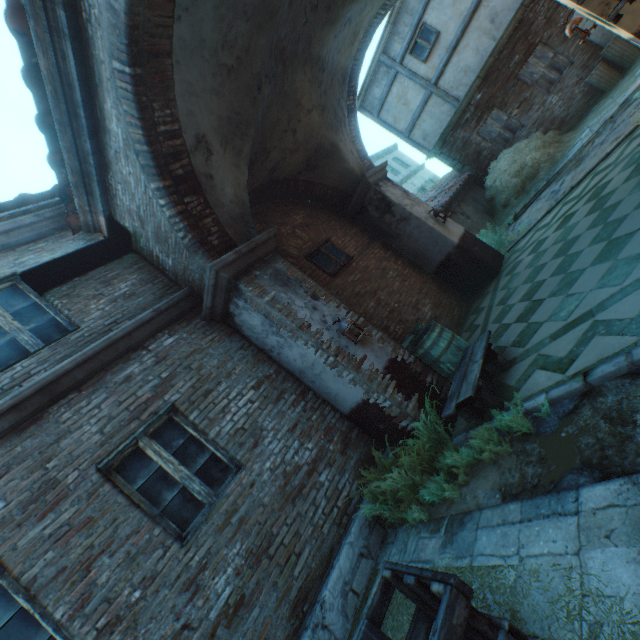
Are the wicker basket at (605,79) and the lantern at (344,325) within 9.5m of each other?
no

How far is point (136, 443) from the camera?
4.0 meters

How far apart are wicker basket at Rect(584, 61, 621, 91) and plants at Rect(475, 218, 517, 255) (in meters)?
5.54

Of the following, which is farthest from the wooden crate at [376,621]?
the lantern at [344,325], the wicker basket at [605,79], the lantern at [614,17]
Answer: the wicker basket at [605,79]

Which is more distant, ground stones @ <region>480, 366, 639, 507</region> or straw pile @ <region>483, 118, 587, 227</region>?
straw pile @ <region>483, 118, 587, 227</region>

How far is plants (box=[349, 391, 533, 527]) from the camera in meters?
3.3 m

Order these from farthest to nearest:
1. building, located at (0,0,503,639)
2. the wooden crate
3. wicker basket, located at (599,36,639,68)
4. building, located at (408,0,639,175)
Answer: building, located at (408,0,639,175) → wicker basket, located at (599,36,639,68) → building, located at (0,0,503,639) → the wooden crate

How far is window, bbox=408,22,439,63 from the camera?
11.8m
